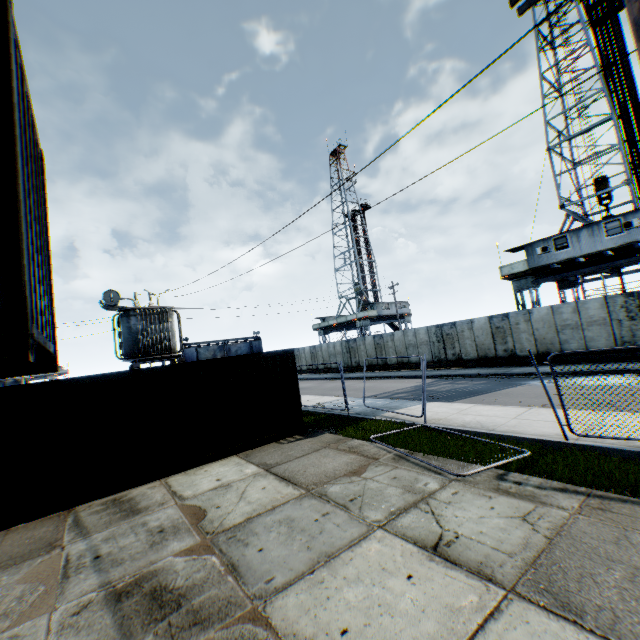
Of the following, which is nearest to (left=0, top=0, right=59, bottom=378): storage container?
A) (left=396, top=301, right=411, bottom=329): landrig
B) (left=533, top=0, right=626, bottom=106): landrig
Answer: (left=533, top=0, right=626, bottom=106): landrig

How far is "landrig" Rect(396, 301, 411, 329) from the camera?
46.9 meters

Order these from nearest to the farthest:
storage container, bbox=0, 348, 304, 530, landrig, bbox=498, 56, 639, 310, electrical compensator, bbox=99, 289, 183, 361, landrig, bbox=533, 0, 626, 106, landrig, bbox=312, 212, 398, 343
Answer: storage container, bbox=0, 348, 304, 530
electrical compensator, bbox=99, 289, 183, 361
landrig, bbox=498, 56, 639, 310
landrig, bbox=533, 0, 626, 106
landrig, bbox=312, 212, 398, 343

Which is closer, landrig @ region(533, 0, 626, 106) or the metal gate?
landrig @ region(533, 0, 626, 106)

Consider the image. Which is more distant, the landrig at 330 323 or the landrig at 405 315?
the landrig at 405 315

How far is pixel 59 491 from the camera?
7.4 meters

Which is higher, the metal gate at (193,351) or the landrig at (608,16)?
the landrig at (608,16)
